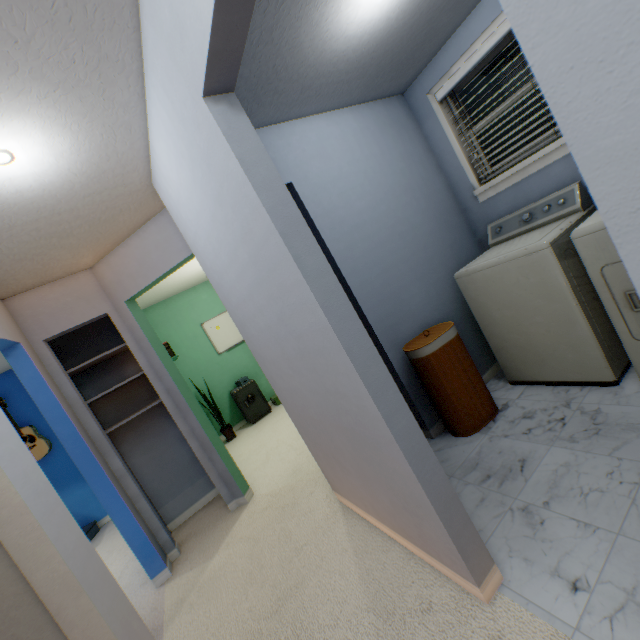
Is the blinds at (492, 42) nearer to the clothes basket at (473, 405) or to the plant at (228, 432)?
the clothes basket at (473, 405)

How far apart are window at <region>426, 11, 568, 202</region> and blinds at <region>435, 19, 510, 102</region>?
0.0 meters

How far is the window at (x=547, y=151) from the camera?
2.2 meters

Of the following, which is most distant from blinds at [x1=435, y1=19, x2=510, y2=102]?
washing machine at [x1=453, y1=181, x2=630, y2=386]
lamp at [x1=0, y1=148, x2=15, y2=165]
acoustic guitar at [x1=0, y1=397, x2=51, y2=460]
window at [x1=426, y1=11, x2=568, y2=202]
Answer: acoustic guitar at [x1=0, y1=397, x2=51, y2=460]

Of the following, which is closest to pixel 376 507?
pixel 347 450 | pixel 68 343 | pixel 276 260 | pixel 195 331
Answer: pixel 347 450

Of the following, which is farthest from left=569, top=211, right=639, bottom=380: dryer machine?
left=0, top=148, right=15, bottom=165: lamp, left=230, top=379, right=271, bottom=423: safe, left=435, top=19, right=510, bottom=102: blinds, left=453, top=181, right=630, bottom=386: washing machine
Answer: left=230, top=379, right=271, bottom=423: safe

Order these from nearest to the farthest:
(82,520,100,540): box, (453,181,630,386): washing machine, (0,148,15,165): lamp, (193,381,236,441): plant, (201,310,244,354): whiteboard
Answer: (0,148,15,165): lamp → (453,181,630,386): washing machine → (82,520,100,540): box → (193,381,236,441): plant → (201,310,244,354): whiteboard

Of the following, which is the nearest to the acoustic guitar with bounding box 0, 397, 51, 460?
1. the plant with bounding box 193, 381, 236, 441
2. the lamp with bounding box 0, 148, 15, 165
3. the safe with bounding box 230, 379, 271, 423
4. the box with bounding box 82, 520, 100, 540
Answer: the box with bounding box 82, 520, 100, 540
